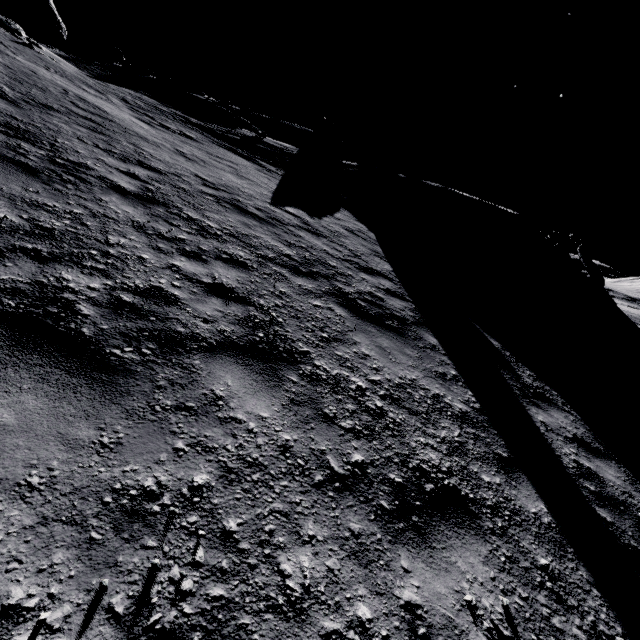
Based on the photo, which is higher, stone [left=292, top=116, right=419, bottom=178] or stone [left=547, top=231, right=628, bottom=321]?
stone [left=292, top=116, right=419, bottom=178]

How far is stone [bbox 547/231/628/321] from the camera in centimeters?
2028cm

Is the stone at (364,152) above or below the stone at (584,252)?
above

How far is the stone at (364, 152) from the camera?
23.84m

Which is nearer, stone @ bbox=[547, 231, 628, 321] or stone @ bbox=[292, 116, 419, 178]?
stone @ bbox=[547, 231, 628, 321]

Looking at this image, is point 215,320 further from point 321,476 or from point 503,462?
point 503,462

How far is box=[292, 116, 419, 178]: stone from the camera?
23.84m
